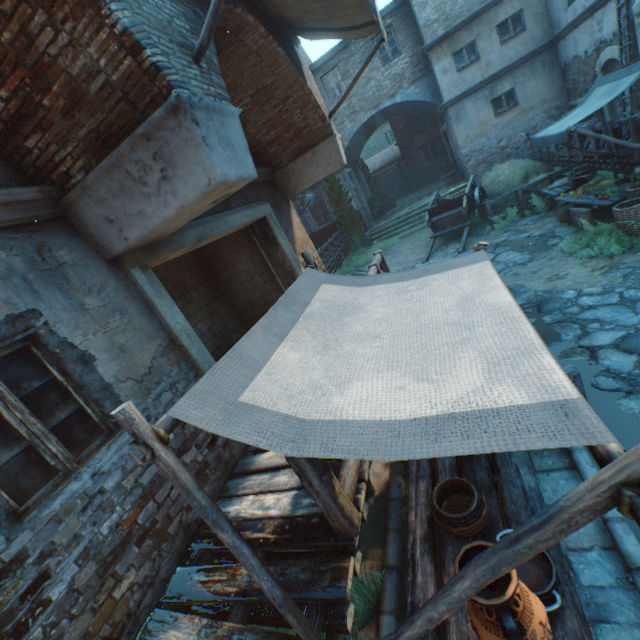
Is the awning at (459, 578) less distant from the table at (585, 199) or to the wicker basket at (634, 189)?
the wicker basket at (634, 189)

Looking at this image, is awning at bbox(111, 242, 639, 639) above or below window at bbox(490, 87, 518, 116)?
below

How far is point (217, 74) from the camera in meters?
3.5

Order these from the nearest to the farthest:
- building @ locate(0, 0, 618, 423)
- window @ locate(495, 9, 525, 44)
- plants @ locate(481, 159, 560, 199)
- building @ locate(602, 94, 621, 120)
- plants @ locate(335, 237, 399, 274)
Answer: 1. building @ locate(0, 0, 618, 423)
2. building @ locate(602, 94, 621, 120)
3. plants @ locate(481, 159, 560, 199)
4. window @ locate(495, 9, 525, 44)
5. plants @ locate(335, 237, 399, 274)

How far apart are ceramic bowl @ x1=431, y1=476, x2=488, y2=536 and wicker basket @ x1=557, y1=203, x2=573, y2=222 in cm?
919

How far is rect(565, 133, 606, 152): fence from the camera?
8.87m

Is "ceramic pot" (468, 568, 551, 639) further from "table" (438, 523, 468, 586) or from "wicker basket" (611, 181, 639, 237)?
"wicker basket" (611, 181, 639, 237)

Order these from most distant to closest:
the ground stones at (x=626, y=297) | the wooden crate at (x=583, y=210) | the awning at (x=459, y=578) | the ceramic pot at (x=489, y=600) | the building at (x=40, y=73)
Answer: the wooden crate at (x=583, y=210), the ground stones at (x=626, y=297), the building at (x=40, y=73), the ceramic pot at (x=489, y=600), the awning at (x=459, y=578)
